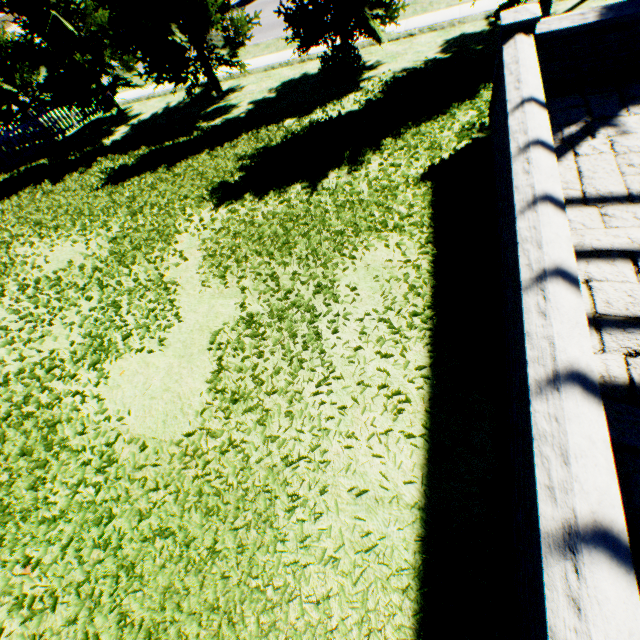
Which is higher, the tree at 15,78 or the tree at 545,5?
the tree at 15,78

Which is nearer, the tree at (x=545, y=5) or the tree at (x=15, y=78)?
the tree at (x=545, y=5)

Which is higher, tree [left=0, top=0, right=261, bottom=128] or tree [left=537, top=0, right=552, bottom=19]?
tree [left=0, top=0, right=261, bottom=128]

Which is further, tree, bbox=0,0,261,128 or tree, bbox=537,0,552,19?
tree, bbox=0,0,261,128

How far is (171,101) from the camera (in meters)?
14.23
